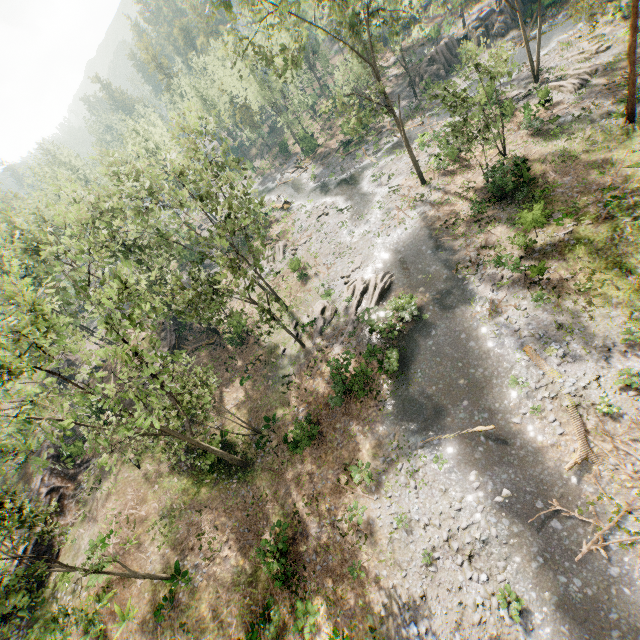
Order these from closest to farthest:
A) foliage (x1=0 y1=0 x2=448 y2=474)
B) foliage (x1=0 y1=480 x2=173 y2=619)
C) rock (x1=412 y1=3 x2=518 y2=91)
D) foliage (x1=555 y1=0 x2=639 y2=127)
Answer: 1. foliage (x1=0 y1=480 x2=173 y2=619)
2. foliage (x1=0 y1=0 x2=448 y2=474)
3. foliage (x1=555 y1=0 x2=639 y2=127)
4. rock (x1=412 y1=3 x2=518 y2=91)

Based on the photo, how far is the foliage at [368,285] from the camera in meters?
26.0 m

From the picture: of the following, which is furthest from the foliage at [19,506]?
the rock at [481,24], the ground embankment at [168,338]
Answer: the rock at [481,24]

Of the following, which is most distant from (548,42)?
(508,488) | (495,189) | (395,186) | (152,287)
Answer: (152,287)

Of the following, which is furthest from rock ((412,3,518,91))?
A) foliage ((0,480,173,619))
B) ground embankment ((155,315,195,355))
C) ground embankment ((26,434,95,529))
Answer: foliage ((0,480,173,619))

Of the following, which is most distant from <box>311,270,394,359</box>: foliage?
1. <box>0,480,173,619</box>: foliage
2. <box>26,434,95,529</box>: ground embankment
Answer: <box>0,480,173,619</box>: foliage

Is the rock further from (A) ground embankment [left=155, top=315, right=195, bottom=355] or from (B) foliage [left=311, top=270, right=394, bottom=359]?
(A) ground embankment [left=155, top=315, right=195, bottom=355]
